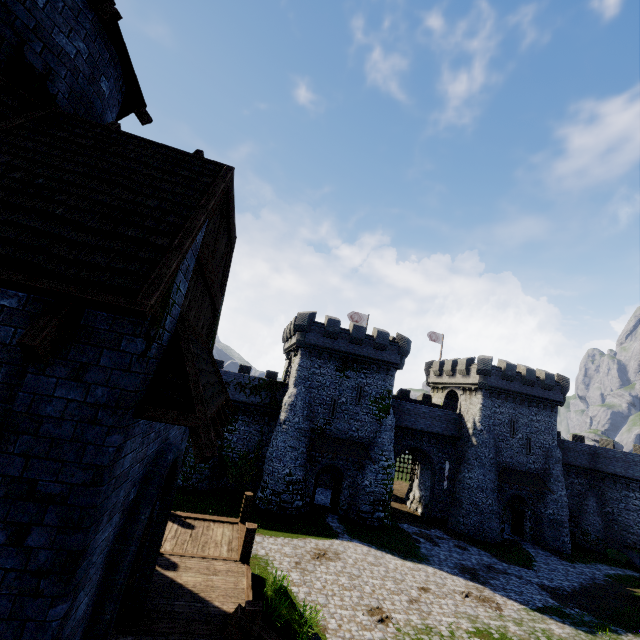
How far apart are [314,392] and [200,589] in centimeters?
2147cm

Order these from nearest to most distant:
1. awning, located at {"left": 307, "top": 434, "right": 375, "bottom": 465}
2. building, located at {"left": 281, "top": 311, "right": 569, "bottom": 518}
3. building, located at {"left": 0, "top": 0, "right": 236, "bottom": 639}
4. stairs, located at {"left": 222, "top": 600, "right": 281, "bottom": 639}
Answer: building, located at {"left": 0, "top": 0, "right": 236, "bottom": 639} < stairs, located at {"left": 222, "top": 600, "right": 281, "bottom": 639} < awning, located at {"left": 307, "top": 434, "right": 375, "bottom": 465} < building, located at {"left": 281, "top": 311, "right": 569, "bottom": 518}

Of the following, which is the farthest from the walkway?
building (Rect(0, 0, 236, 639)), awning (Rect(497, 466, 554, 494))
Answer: awning (Rect(497, 466, 554, 494))

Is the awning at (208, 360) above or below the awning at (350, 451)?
above

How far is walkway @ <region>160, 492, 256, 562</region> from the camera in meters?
10.1

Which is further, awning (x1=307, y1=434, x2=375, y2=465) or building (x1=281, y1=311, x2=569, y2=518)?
building (x1=281, y1=311, x2=569, y2=518)

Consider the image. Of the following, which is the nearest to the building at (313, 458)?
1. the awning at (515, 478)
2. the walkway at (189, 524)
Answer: the awning at (515, 478)

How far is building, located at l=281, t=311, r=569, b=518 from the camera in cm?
2992
